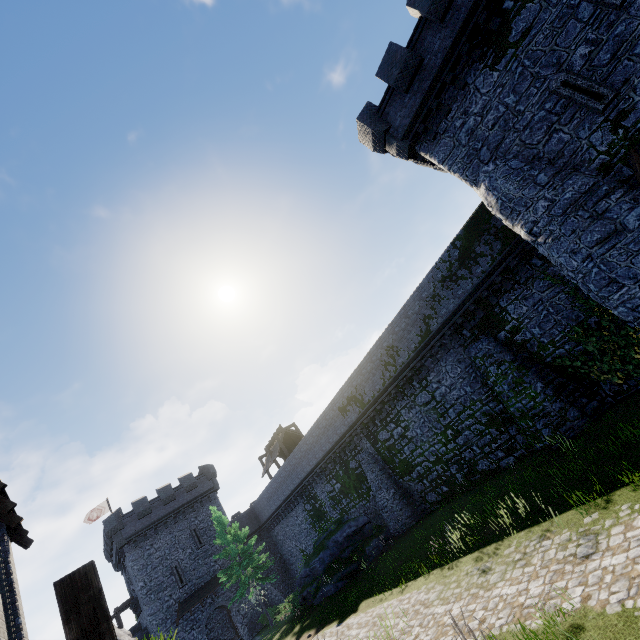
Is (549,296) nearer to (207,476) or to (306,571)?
(306,571)

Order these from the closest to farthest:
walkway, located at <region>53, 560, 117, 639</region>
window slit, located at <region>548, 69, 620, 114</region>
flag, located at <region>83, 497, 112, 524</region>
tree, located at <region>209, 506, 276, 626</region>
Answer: walkway, located at <region>53, 560, 117, 639</region> → window slit, located at <region>548, 69, 620, 114</region> → tree, located at <region>209, 506, 276, 626</region> → flag, located at <region>83, 497, 112, 524</region>

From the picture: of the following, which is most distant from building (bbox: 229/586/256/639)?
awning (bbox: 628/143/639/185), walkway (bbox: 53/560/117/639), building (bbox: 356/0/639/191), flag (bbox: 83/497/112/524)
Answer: awning (bbox: 628/143/639/185)

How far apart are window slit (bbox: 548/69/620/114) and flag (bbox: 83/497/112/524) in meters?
51.9

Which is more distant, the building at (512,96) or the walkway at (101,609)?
the building at (512,96)

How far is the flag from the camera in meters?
37.4 m

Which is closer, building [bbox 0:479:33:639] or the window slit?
building [bbox 0:479:33:639]

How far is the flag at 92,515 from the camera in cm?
3741
